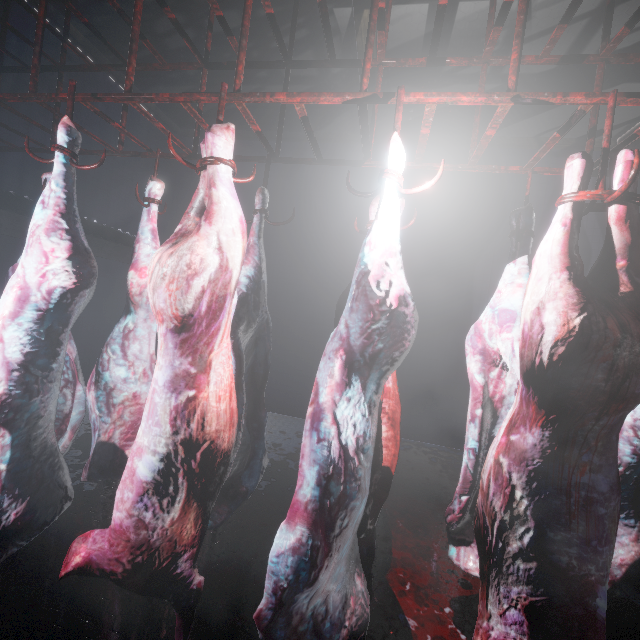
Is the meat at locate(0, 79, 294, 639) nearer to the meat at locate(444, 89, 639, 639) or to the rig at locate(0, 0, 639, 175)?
the rig at locate(0, 0, 639, 175)

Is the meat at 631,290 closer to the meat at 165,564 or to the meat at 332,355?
the meat at 332,355

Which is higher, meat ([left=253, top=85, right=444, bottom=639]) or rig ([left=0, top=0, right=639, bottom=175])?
rig ([left=0, top=0, right=639, bottom=175])

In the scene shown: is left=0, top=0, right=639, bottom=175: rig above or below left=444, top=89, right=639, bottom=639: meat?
above

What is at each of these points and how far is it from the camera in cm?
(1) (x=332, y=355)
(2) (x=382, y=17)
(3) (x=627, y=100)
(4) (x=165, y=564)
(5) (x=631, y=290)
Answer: (1) meat, 105
(2) rig, 141
(3) rig, 102
(4) meat, 108
(5) meat, 91

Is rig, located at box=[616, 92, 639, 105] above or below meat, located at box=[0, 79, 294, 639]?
above

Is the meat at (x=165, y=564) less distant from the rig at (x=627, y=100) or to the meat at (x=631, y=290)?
the rig at (x=627, y=100)
